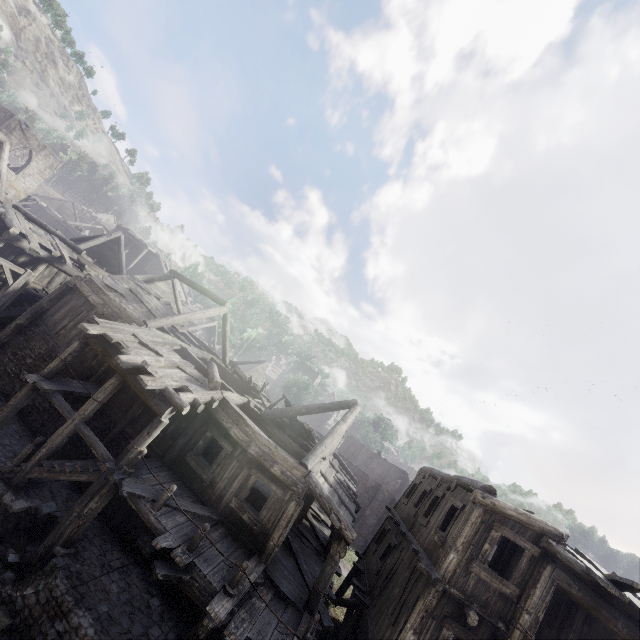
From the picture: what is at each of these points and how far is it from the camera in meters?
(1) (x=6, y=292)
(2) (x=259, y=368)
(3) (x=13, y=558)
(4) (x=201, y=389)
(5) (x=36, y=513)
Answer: (1) wooden lamp post, 13.3
(2) building, 39.5
(3) rubble, 9.0
(4) building, 11.7
(5) building base, 10.0

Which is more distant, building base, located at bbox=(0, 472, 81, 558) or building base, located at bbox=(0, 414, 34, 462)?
building base, located at bbox=(0, 414, 34, 462)

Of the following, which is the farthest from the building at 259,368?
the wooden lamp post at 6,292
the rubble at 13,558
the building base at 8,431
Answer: the rubble at 13,558

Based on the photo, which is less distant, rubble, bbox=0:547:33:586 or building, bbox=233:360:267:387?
rubble, bbox=0:547:33:586

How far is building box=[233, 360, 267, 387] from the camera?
38.0m

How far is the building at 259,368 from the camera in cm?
3803

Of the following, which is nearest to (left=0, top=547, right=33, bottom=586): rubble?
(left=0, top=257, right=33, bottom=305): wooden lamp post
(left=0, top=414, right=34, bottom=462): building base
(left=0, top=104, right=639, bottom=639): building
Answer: (left=0, top=414, right=34, bottom=462): building base
